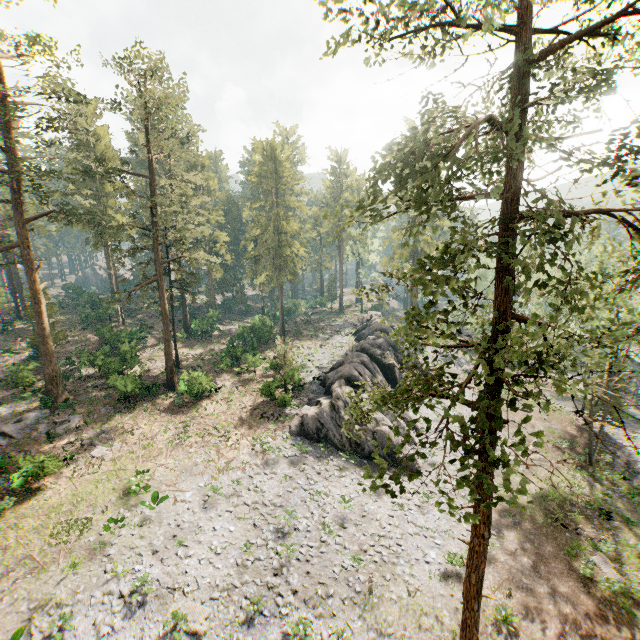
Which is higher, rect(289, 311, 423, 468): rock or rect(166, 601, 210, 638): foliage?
rect(289, 311, 423, 468): rock

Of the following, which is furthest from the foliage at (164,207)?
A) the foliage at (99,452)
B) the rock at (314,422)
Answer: the foliage at (99,452)

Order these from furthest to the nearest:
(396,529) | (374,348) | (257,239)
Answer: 1. (257,239)
2. (374,348)
3. (396,529)

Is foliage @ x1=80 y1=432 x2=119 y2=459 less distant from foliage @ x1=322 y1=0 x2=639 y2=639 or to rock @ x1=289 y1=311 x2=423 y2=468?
foliage @ x1=322 y1=0 x2=639 y2=639

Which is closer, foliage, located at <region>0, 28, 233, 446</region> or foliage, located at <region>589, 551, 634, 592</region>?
foliage, located at <region>589, 551, 634, 592</region>

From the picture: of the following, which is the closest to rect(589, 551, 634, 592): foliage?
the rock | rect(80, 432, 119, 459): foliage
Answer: the rock
